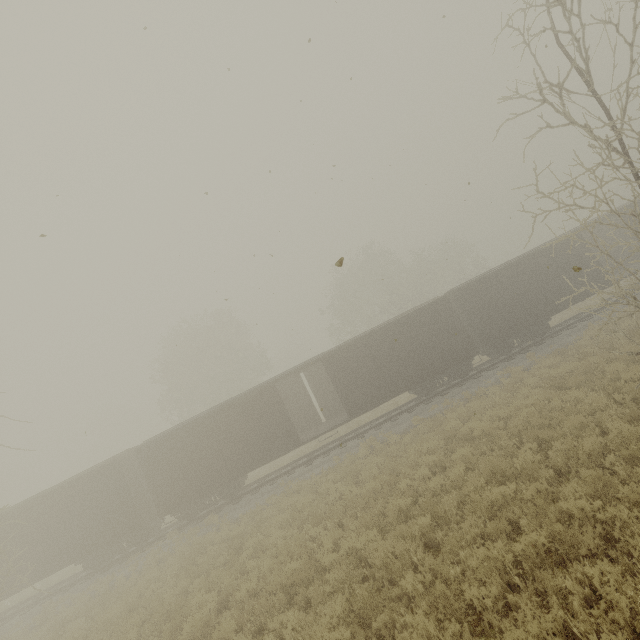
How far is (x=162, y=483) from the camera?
16.2m

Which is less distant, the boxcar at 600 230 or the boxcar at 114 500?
the boxcar at 114 500

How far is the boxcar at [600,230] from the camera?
22.0 meters

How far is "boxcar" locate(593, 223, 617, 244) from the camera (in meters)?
22.05

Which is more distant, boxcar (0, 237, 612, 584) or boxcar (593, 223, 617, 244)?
boxcar (593, 223, 617, 244)
